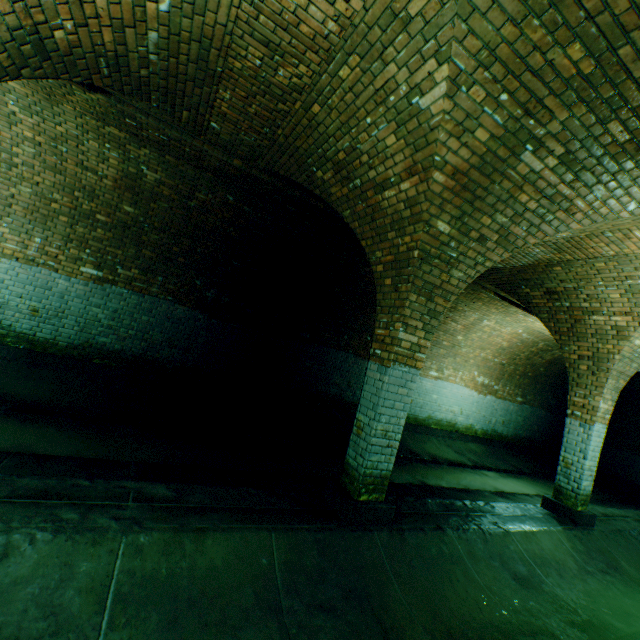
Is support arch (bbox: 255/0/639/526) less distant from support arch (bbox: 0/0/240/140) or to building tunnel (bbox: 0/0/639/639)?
building tunnel (bbox: 0/0/639/639)

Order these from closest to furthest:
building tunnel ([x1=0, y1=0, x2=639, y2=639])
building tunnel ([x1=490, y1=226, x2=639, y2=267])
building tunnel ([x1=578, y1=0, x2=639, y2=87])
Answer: building tunnel ([x1=578, y1=0, x2=639, y2=87])
building tunnel ([x1=0, y1=0, x2=639, y2=639])
building tunnel ([x1=490, y1=226, x2=639, y2=267])

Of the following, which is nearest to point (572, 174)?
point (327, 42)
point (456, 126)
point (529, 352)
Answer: point (456, 126)

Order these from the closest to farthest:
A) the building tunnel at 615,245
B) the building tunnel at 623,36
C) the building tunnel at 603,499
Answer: the building tunnel at 623,36 < the building tunnel at 603,499 < the building tunnel at 615,245

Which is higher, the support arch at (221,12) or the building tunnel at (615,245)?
the building tunnel at (615,245)

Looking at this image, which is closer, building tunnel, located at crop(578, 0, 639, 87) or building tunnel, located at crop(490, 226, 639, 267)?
building tunnel, located at crop(578, 0, 639, 87)

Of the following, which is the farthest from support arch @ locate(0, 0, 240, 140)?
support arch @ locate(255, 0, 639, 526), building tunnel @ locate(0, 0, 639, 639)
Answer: support arch @ locate(255, 0, 639, 526)
